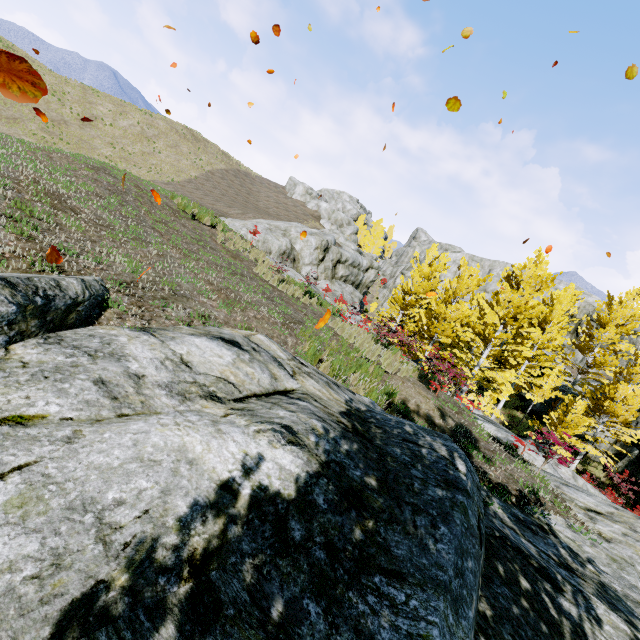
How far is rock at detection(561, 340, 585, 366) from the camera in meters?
34.0 m

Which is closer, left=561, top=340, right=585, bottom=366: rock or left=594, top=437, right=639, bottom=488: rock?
left=594, top=437, right=639, bottom=488: rock

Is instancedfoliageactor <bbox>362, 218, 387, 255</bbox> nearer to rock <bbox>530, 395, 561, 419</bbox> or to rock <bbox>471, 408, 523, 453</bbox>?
rock <bbox>530, 395, 561, 419</bbox>

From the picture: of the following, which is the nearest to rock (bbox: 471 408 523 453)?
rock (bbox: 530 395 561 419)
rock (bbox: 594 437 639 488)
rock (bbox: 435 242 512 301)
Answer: rock (bbox: 594 437 639 488)

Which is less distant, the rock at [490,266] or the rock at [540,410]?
the rock at [540,410]

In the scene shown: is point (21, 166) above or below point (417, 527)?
above

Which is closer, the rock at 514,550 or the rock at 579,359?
the rock at 514,550

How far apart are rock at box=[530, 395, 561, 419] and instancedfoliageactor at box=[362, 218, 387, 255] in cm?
2995
